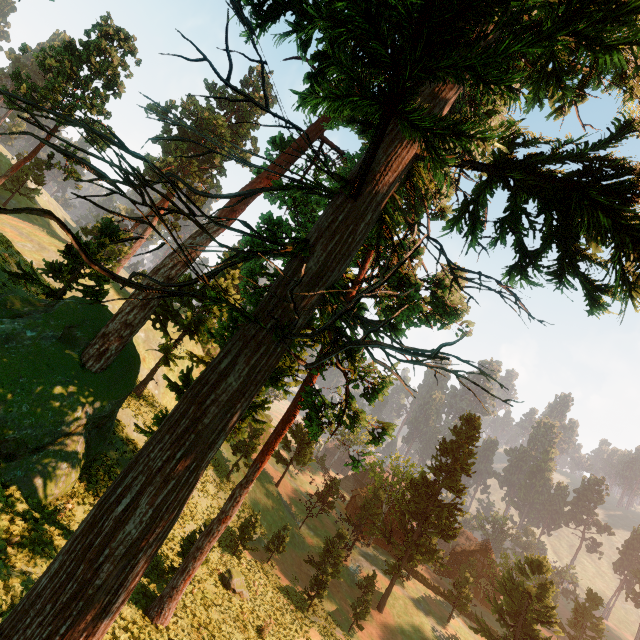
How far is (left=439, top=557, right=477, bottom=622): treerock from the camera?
40.75m

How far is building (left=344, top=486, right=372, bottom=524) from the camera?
54.4 meters

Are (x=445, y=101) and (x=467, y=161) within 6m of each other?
yes

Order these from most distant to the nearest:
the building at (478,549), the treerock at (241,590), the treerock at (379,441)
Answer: the building at (478,549), the treerock at (241,590), the treerock at (379,441)

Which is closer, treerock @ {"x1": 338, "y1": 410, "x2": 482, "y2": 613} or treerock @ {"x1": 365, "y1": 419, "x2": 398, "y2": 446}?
treerock @ {"x1": 365, "y1": 419, "x2": 398, "y2": 446}

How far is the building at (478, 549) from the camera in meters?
54.0
